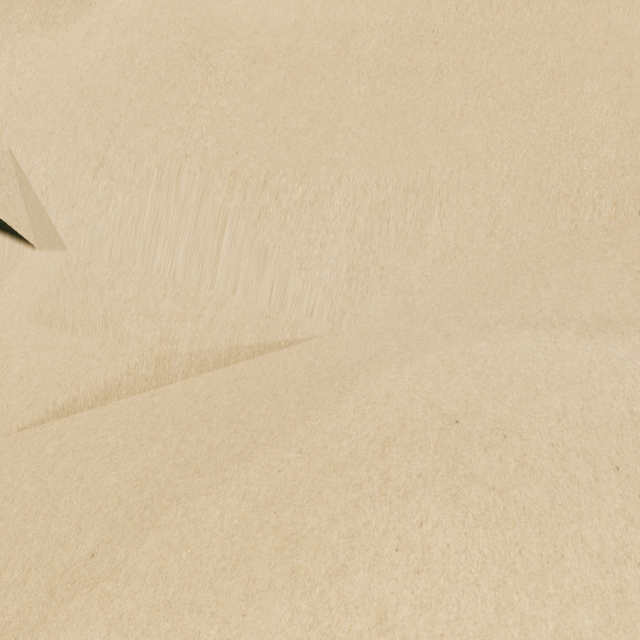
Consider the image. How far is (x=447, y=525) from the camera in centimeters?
87cm
